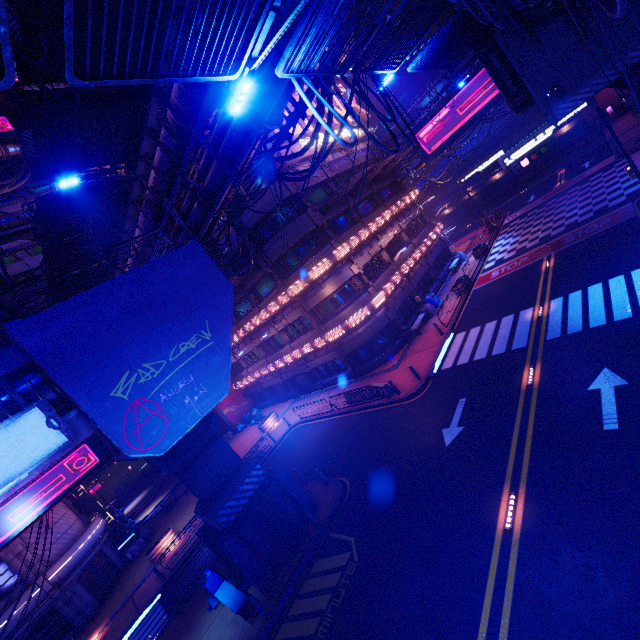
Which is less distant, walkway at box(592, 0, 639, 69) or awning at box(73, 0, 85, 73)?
awning at box(73, 0, 85, 73)

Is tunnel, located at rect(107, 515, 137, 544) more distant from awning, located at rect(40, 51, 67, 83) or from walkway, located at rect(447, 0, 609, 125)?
walkway, located at rect(447, 0, 609, 125)

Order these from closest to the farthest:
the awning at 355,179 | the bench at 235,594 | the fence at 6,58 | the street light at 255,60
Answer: the fence at 6,58, the street light at 255,60, the bench at 235,594, the awning at 355,179

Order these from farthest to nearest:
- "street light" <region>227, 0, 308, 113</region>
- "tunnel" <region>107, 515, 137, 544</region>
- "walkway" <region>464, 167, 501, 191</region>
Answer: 1. "walkway" <region>464, 167, 501, 191</region>
2. "tunnel" <region>107, 515, 137, 544</region>
3. "street light" <region>227, 0, 308, 113</region>

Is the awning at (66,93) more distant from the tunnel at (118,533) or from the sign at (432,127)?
the sign at (432,127)

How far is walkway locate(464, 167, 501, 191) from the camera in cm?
5461

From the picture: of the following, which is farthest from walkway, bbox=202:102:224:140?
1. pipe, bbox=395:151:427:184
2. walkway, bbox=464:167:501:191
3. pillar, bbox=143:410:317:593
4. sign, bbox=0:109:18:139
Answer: walkway, bbox=464:167:501:191

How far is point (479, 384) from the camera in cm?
1551
